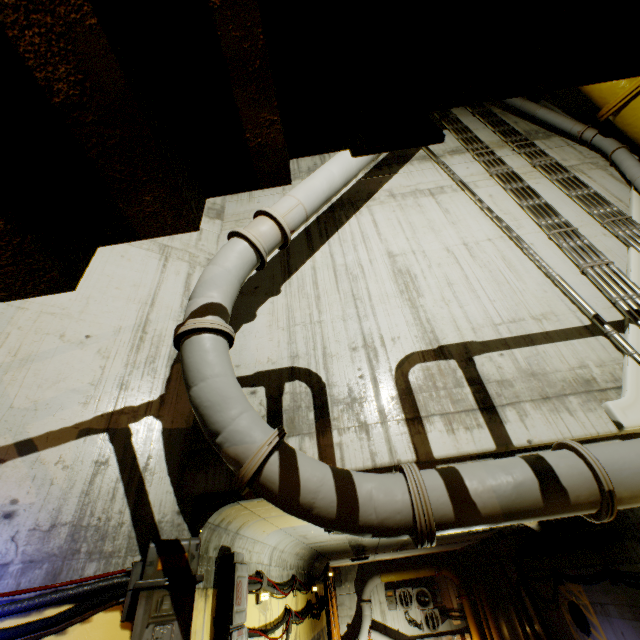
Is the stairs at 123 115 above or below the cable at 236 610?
above

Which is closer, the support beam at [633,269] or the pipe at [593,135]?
the support beam at [633,269]

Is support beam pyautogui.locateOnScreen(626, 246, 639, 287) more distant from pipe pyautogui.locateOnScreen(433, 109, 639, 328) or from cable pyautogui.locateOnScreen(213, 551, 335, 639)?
cable pyautogui.locateOnScreen(213, 551, 335, 639)

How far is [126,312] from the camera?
4.4m

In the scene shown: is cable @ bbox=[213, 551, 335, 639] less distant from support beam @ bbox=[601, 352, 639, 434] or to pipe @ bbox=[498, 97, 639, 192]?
pipe @ bbox=[498, 97, 639, 192]

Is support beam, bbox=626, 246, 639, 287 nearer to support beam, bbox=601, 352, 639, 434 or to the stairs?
support beam, bbox=601, 352, 639, 434

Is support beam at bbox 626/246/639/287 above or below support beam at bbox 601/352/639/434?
above

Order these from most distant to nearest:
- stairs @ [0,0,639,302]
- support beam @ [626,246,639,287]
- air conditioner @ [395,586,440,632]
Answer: air conditioner @ [395,586,440,632], support beam @ [626,246,639,287], stairs @ [0,0,639,302]
